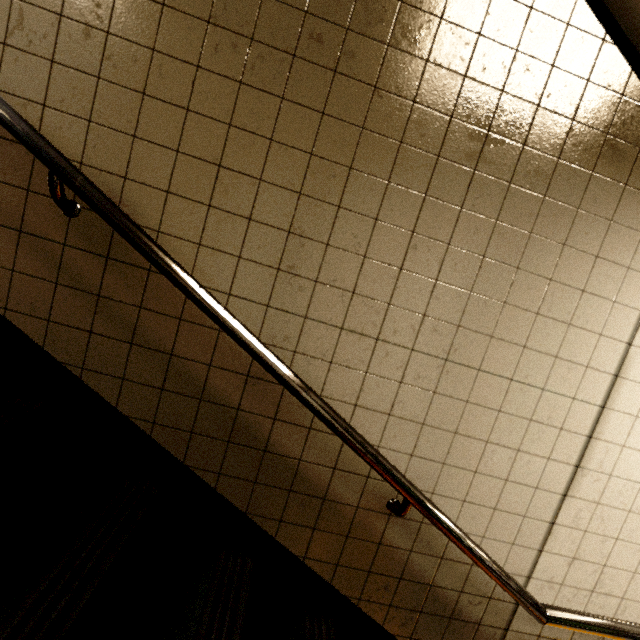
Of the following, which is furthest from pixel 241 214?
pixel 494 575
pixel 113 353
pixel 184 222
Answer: pixel 494 575
